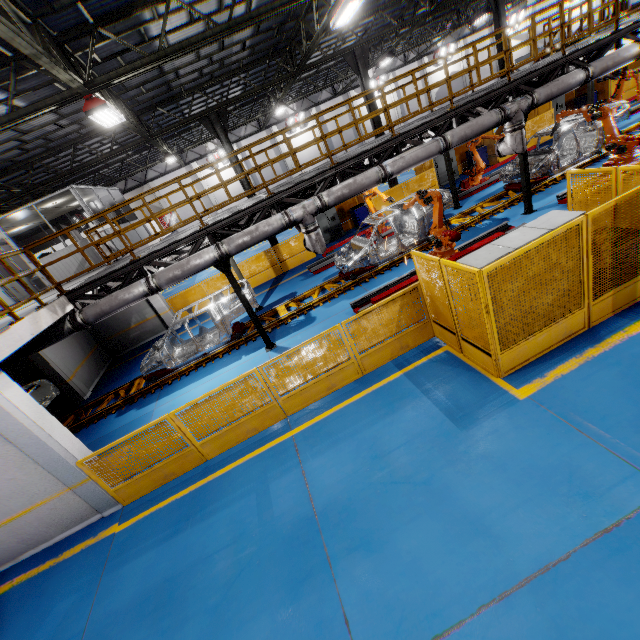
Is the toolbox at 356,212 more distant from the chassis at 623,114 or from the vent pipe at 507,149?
the vent pipe at 507,149

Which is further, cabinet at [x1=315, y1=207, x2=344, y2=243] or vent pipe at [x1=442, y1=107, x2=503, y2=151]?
cabinet at [x1=315, y1=207, x2=344, y2=243]

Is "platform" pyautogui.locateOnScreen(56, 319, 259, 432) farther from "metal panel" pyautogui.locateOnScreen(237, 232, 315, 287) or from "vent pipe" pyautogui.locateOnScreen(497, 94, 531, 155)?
"metal panel" pyautogui.locateOnScreen(237, 232, 315, 287)

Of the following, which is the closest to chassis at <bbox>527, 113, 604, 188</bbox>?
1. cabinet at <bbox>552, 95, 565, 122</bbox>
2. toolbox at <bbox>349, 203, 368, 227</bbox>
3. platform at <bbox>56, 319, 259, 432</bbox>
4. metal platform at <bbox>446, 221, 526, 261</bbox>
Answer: platform at <bbox>56, 319, 259, 432</bbox>

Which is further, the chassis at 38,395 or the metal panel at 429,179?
the metal panel at 429,179

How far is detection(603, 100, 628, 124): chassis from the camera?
12.2 meters

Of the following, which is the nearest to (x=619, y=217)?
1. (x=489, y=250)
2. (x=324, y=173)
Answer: (x=489, y=250)

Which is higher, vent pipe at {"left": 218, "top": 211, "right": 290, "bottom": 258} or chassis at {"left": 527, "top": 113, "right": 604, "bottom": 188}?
vent pipe at {"left": 218, "top": 211, "right": 290, "bottom": 258}
